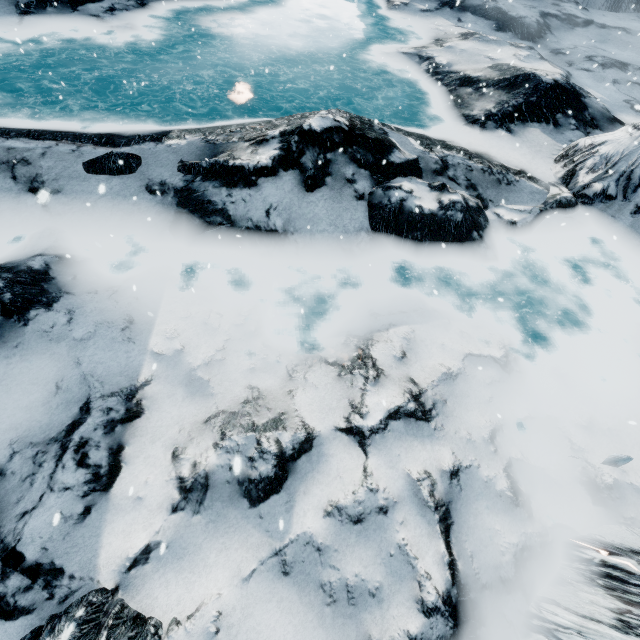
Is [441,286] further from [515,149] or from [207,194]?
[515,149]
